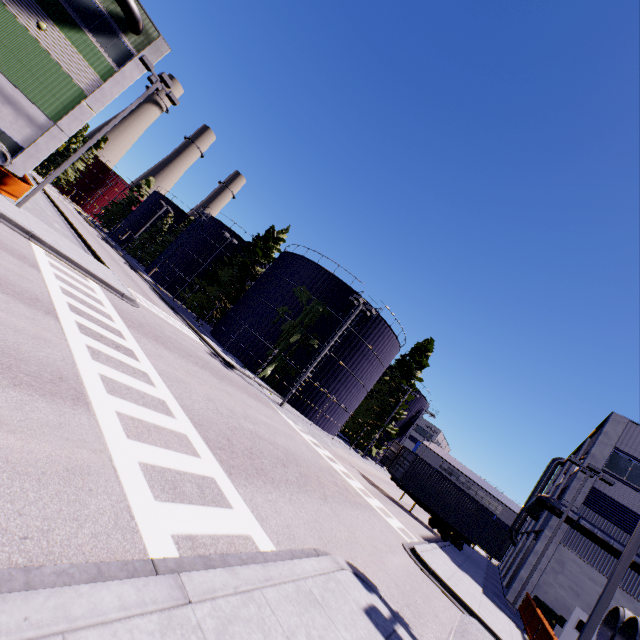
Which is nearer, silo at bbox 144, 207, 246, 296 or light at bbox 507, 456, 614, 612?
light at bbox 507, 456, 614, 612

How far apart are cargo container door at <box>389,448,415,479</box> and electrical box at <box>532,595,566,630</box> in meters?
9.7 m

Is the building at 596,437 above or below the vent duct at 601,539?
above

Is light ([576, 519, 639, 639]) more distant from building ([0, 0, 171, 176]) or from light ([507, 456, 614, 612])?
light ([507, 456, 614, 612])

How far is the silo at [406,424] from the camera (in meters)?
47.25

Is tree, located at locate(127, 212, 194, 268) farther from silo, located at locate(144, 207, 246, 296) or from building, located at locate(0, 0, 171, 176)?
building, located at locate(0, 0, 171, 176)

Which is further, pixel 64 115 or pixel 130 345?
pixel 64 115

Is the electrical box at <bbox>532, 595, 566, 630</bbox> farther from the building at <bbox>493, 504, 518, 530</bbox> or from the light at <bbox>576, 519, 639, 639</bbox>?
the light at <bbox>576, 519, 639, 639</bbox>
